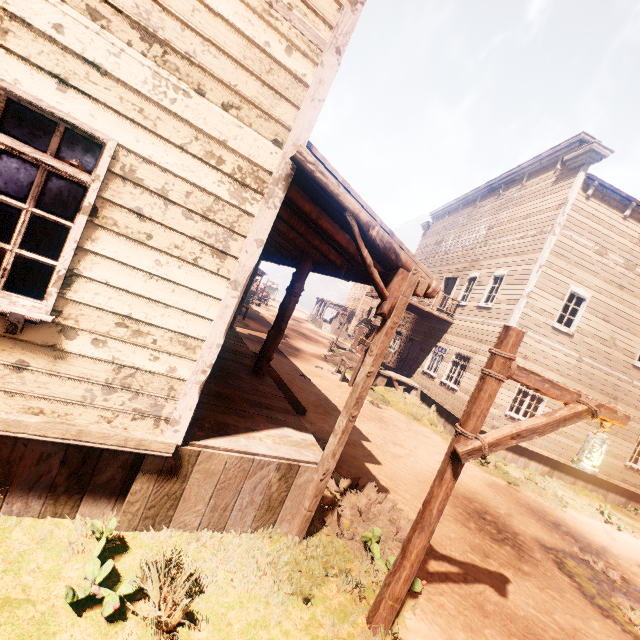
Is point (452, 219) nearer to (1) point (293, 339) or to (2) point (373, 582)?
(1) point (293, 339)

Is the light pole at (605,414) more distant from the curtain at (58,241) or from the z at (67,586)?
the curtain at (58,241)

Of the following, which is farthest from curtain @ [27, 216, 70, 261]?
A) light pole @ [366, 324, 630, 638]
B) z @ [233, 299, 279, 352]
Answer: light pole @ [366, 324, 630, 638]

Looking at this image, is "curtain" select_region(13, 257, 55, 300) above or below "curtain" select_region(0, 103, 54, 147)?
below

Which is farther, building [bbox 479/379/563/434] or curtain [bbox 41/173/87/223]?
building [bbox 479/379/563/434]

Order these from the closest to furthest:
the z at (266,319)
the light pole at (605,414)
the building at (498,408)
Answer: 1. the light pole at (605,414)
2. the building at (498,408)
3. the z at (266,319)

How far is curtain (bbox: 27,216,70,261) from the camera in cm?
253

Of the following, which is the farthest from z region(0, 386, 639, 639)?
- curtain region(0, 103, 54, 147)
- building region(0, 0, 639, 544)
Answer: curtain region(0, 103, 54, 147)
